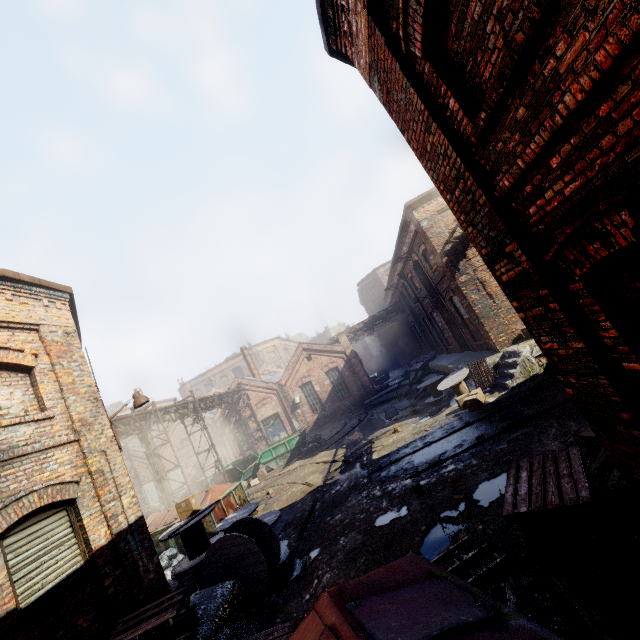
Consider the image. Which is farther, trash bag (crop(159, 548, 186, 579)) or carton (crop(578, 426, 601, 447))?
trash bag (crop(159, 548, 186, 579))

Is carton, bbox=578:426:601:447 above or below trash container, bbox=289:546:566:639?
below

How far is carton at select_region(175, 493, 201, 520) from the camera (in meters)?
9.19

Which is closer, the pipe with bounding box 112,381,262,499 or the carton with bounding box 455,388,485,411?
the carton with bounding box 455,388,485,411

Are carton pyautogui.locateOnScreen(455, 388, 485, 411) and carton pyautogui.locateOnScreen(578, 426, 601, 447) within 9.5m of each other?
yes

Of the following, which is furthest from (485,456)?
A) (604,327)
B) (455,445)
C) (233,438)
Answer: (233,438)

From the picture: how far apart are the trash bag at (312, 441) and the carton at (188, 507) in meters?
11.0

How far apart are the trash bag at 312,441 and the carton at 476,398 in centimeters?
1016cm
